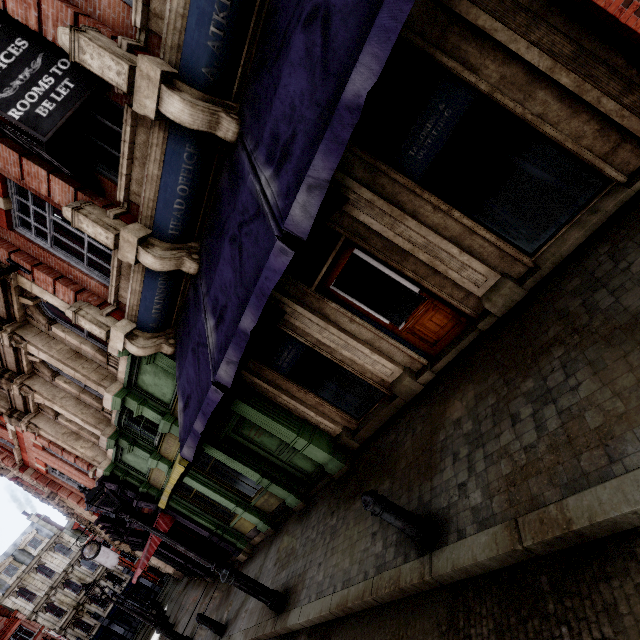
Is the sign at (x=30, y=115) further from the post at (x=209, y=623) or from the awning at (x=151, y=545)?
the post at (x=209, y=623)

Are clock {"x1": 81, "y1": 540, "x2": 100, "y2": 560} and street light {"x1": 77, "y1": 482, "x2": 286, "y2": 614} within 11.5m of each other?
no

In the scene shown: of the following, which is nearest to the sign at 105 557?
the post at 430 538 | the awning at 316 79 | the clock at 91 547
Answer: the clock at 91 547

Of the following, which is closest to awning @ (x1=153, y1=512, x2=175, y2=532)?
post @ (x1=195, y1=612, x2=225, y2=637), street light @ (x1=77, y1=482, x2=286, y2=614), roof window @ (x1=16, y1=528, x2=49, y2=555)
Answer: post @ (x1=195, y1=612, x2=225, y2=637)

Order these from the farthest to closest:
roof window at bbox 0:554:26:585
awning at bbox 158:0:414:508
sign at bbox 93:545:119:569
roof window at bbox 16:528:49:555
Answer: roof window at bbox 16:528:49:555, roof window at bbox 0:554:26:585, sign at bbox 93:545:119:569, awning at bbox 158:0:414:508

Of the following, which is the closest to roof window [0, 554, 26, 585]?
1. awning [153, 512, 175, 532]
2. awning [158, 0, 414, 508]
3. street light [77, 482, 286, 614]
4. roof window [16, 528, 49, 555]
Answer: roof window [16, 528, 49, 555]

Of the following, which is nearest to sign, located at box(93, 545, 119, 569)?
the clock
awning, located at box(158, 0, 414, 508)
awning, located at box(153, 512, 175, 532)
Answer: the clock

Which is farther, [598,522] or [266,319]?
[266,319]
